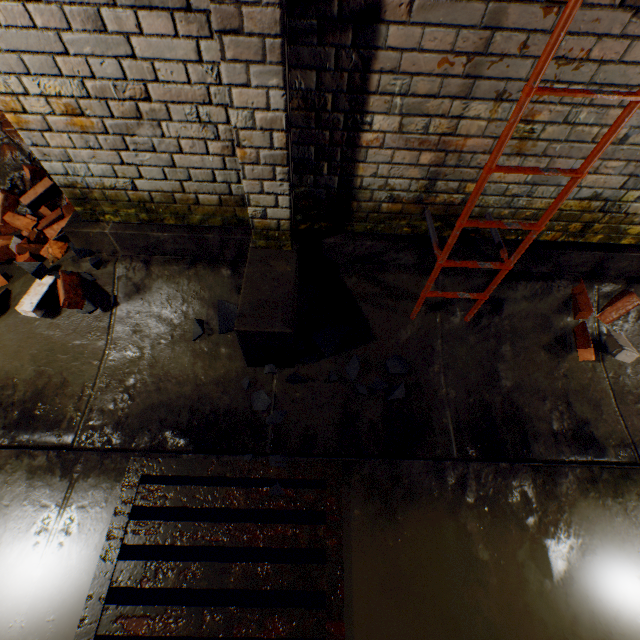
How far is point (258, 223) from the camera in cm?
209

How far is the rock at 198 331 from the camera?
2.4m

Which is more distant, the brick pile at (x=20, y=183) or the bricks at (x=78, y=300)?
the brick pile at (x=20, y=183)

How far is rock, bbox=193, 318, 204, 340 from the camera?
2.4m

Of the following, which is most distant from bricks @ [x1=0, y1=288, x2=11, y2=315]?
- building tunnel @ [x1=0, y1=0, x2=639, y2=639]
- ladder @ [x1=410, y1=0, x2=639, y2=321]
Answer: ladder @ [x1=410, y1=0, x2=639, y2=321]

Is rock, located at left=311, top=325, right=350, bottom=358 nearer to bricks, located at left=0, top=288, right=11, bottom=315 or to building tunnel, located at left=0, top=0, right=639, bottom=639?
building tunnel, located at left=0, top=0, right=639, bottom=639

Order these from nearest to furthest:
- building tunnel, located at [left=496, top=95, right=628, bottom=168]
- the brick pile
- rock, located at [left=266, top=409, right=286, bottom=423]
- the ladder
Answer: the ladder → building tunnel, located at [left=496, top=95, right=628, bottom=168] → rock, located at [left=266, top=409, right=286, bottom=423] → the brick pile

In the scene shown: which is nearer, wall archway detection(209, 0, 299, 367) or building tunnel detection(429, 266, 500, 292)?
wall archway detection(209, 0, 299, 367)
